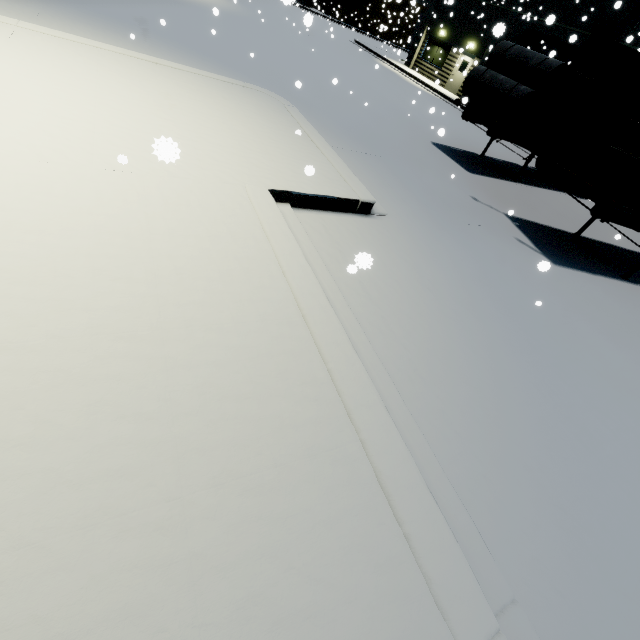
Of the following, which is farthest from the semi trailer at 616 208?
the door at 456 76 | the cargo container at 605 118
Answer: the door at 456 76

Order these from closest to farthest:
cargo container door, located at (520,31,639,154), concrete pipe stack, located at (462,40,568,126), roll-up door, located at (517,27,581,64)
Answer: cargo container door, located at (520,31,639,154) → concrete pipe stack, located at (462,40,568,126) → roll-up door, located at (517,27,581,64)

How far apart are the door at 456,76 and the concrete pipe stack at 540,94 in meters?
14.7

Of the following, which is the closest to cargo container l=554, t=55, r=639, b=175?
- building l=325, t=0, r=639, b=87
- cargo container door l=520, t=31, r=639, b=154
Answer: cargo container door l=520, t=31, r=639, b=154

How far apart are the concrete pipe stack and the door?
14.69m

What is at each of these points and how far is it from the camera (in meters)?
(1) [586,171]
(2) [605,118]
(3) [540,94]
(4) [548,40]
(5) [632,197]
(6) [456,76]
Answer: (1) cargo container door, 6.24
(2) cargo container, 6.86
(3) concrete pipe stack, 9.32
(4) roll-up door, 18.72
(5) cargo container, 6.17
(6) door, 23.73

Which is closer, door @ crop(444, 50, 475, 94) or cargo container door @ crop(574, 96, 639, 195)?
cargo container door @ crop(574, 96, 639, 195)

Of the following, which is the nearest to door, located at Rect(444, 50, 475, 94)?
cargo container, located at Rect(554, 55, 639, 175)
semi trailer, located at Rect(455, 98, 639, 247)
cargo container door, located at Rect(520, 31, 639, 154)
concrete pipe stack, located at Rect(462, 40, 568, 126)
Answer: cargo container, located at Rect(554, 55, 639, 175)
